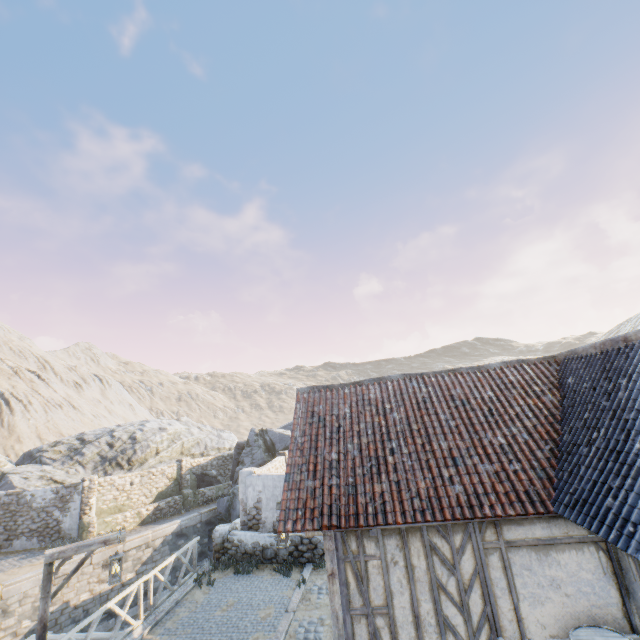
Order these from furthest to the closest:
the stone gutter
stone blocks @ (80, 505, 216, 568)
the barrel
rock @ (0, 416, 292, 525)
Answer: rock @ (0, 416, 292, 525)
stone blocks @ (80, 505, 216, 568)
the stone gutter
the barrel

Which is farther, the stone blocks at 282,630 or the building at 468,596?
the stone blocks at 282,630

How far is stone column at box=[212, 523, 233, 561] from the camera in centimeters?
1277cm

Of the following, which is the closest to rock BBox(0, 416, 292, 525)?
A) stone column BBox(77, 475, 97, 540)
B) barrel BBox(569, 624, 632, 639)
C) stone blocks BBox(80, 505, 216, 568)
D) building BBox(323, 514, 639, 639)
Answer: stone blocks BBox(80, 505, 216, 568)

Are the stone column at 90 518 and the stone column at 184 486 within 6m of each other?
yes

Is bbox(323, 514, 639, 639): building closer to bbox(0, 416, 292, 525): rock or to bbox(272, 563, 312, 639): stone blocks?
bbox(272, 563, 312, 639): stone blocks

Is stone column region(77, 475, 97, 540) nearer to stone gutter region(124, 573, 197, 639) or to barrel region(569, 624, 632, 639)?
stone gutter region(124, 573, 197, 639)

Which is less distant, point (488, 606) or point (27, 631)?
point (488, 606)
